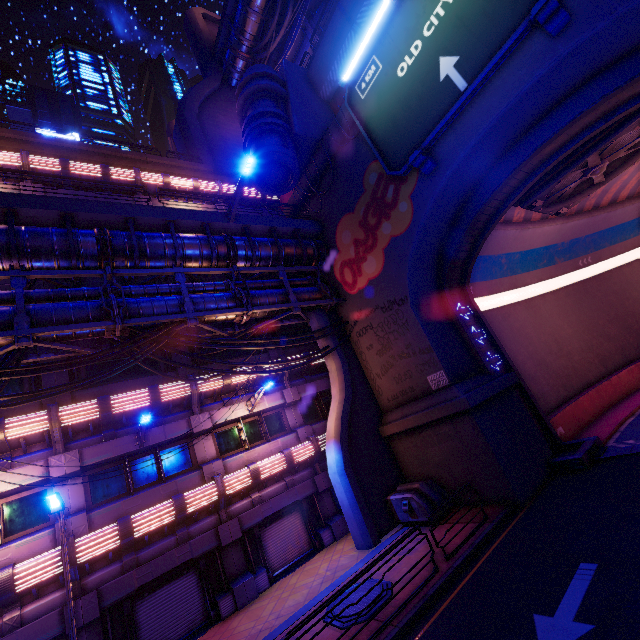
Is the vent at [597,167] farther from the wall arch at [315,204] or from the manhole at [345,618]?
the manhole at [345,618]

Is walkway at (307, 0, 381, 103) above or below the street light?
above

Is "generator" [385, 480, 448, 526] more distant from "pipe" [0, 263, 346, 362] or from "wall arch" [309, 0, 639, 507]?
"pipe" [0, 263, 346, 362]

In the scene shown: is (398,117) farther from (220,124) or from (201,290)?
(220,124)

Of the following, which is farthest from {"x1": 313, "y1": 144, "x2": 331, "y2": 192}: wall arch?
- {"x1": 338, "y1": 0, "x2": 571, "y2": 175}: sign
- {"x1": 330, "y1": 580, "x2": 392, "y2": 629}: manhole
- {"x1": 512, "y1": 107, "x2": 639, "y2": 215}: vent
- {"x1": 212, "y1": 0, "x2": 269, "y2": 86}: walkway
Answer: {"x1": 212, "y1": 0, "x2": 269, "y2": 86}: walkway

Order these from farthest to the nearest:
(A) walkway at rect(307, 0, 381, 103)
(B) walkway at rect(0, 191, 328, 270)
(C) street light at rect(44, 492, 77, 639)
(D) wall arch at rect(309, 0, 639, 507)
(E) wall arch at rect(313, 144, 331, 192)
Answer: (E) wall arch at rect(313, 144, 331, 192)
(A) walkway at rect(307, 0, 381, 103)
(B) walkway at rect(0, 191, 328, 270)
(D) wall arch at rect(309, 0, 639, 507)
(C) street light at rect(44, 492, 77, 639)

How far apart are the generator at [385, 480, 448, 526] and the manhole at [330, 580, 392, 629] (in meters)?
3.09

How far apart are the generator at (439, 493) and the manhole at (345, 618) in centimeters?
309cm
